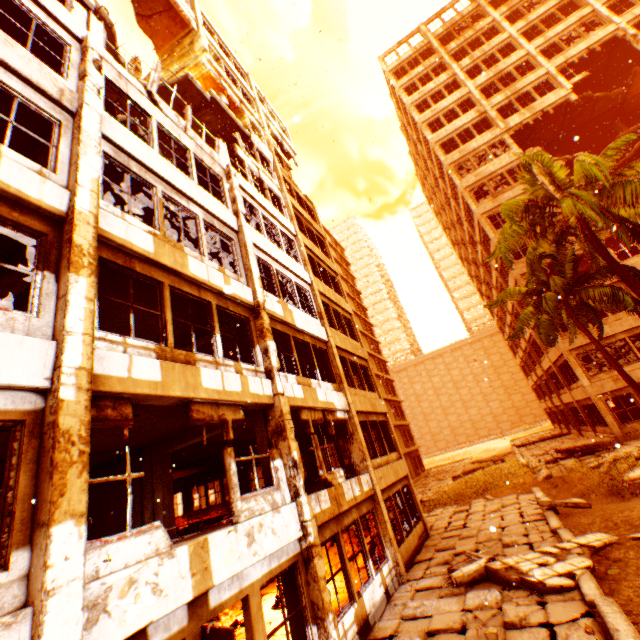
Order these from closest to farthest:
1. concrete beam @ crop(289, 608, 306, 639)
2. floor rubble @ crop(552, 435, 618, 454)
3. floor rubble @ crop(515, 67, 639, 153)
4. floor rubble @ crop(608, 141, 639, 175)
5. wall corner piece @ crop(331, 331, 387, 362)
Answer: concrete beam @ crop(289, 608, 306, 639) → wall corner piece @ crop(331, 331, 387, 362) → floor rubble @ crop(552, 435, 618, 454) → floor rubble @ crop(608, 141, 639, 175) → floor rubble @ crop(515, 67, 639, 153)

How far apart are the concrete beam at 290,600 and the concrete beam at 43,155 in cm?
1061

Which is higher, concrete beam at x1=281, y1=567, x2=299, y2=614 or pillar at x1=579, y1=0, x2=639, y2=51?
pillar at x1=579, y1=0, x2=639, y2=51

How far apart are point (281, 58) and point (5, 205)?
16.6 meters

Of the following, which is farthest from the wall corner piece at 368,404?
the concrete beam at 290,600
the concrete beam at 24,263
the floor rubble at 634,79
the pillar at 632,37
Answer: the pillar at 632,37

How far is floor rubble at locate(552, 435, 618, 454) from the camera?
17.5 meters

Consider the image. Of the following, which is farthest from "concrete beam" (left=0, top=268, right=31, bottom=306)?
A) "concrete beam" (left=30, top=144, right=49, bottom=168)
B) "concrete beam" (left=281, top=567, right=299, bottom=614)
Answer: "concrete beam" (left=281, top=567, right=299, bottom=614)

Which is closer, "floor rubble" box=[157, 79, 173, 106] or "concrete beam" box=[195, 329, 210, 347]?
"concrete beam" box=[195, 329, 210, 347]
